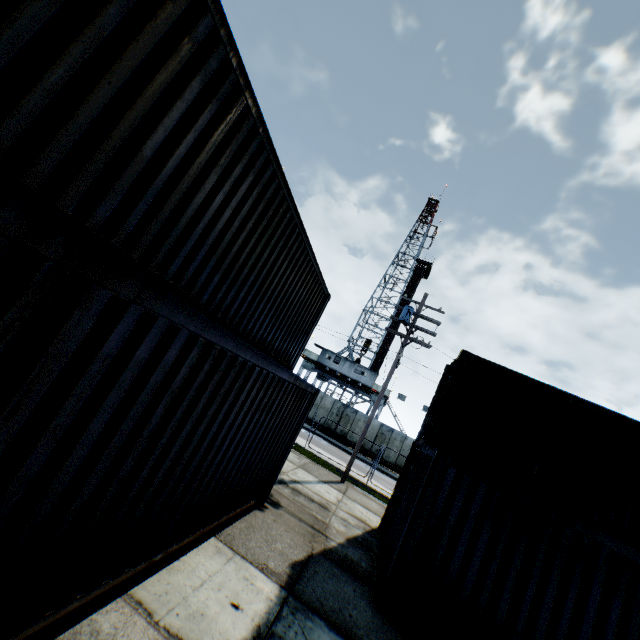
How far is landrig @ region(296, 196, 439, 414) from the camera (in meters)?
35.97

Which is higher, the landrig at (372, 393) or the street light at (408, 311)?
the street light at (408, 311)

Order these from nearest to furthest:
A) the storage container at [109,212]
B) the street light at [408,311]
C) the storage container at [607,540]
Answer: the storage container at [109,212]
the storage container at [607,540]
the street light at [408,311]

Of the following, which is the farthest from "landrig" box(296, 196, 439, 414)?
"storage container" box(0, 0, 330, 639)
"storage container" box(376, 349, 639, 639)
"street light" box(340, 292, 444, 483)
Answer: "storage container" box(0, 0, 330, 639)

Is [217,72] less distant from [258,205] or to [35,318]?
[258,205]

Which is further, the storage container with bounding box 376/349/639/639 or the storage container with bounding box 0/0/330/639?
the storage container with bounding box 376/349/639/639

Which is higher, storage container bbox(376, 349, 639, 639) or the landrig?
the landrig

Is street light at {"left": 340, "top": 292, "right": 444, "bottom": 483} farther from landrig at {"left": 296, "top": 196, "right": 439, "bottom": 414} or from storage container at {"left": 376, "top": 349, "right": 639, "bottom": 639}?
landrig at {"left": 296, "top": 196, "right": 439, "bottom": 414}
